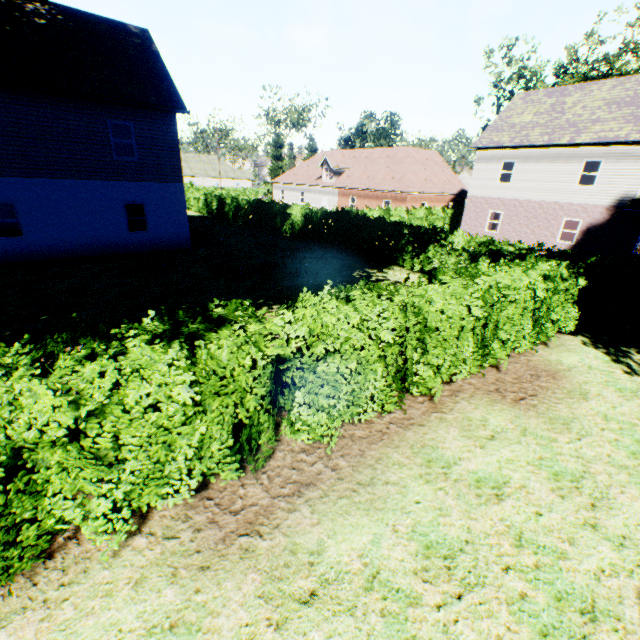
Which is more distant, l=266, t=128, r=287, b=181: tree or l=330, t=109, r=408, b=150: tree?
l=266, t=128, r=287, b=181: tree

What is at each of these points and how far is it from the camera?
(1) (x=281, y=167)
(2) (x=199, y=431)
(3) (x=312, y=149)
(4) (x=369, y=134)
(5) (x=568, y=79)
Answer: (1) tree, 50.12m
(2) hedge, 3.93m
(3) tree, 52.44m
(4) tree, 54.91m
(5) tree, 29.20m

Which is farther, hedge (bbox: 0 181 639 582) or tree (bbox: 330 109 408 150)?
tree (bbox: 330 109 408 150)

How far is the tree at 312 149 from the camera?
51.6m

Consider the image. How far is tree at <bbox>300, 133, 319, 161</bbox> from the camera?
A: 51.6m

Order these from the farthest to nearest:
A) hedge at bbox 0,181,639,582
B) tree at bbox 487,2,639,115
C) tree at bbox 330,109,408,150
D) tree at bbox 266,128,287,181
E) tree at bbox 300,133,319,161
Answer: tree at bbox 300,133,319,161
tree at bbox 266,128,287,181
tree at bbox 330,109,408,150
tree at bbox 487,2,639,115
hedge at bbox 0,181,639,582
